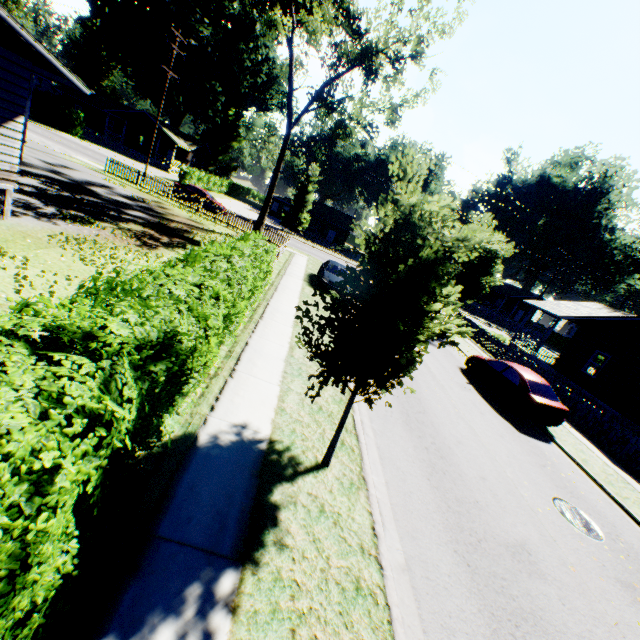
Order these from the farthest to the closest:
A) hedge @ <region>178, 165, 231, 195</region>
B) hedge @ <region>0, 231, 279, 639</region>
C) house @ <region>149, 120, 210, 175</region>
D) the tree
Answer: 1. house @ <region>149, 120, 210, 175</region>
2. hedge @ <region>178, 165, 231, 195</region>
3. the tree
4. hedge @ <region>0, 231, 279, 639</region>

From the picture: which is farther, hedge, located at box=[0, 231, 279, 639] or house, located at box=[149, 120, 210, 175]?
house, located at box=[149, 120, 210, 175]

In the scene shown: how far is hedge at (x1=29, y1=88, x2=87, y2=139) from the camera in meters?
37.6 m

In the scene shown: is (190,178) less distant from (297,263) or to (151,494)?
(297,263)

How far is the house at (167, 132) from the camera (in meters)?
47.62

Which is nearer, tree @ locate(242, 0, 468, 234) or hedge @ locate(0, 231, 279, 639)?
hedge @ locate(0, 231, 279, 639)

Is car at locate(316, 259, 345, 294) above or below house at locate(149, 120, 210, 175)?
below

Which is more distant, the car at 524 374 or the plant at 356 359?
the car at 524 374
